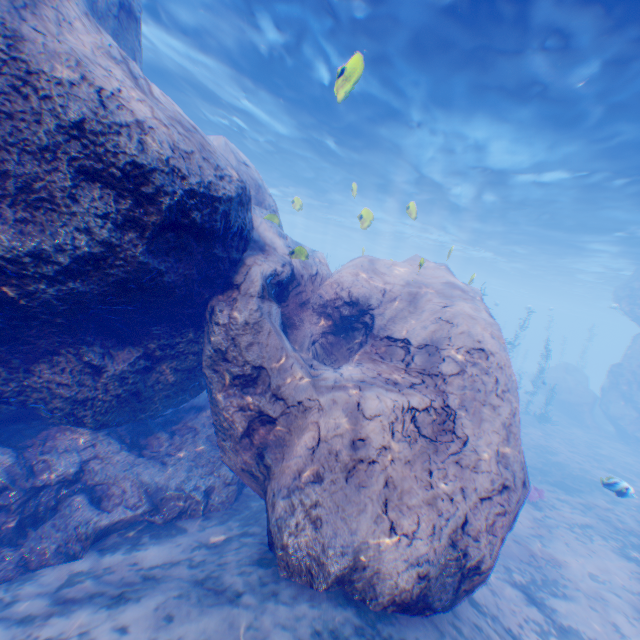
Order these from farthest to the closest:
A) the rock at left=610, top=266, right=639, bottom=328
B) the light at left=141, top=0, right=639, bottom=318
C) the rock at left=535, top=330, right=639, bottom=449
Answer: the rock at left=610, top=266, right=639, bottom=328 → the rock at left=535, top=330, right=639, bottom=449 → the light at left=141, top=0, right=639, bottom=318

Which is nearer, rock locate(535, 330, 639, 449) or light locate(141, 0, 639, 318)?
light locate(141, 0, 639, 318)

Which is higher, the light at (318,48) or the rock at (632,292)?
the light at (318,48)

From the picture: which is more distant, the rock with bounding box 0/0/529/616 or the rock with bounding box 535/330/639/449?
the rock with bounding box 535/330/639/449

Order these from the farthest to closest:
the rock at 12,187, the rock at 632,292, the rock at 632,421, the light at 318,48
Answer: the rock at 632,292
the rock at 632,421
the light at 318,48
the rock at 12,187

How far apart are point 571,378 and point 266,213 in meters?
30.9
